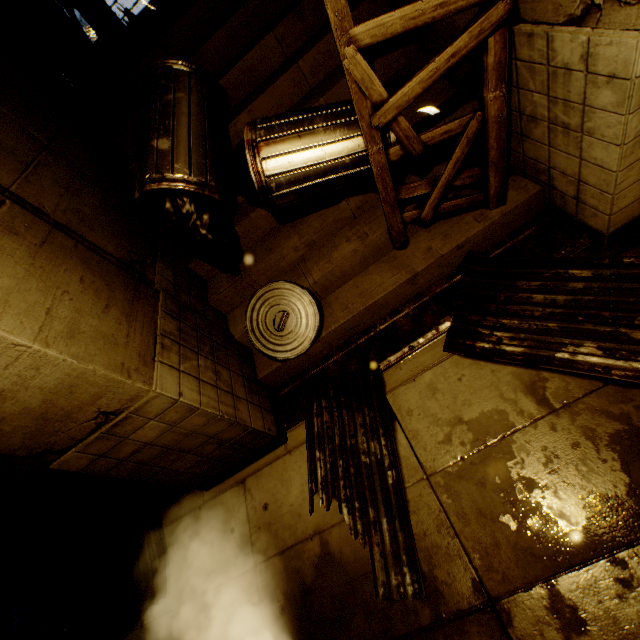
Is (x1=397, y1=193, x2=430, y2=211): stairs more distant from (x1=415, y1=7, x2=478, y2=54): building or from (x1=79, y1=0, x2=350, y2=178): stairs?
(x1=79, y1=0, x2=350, y2=178): stairs

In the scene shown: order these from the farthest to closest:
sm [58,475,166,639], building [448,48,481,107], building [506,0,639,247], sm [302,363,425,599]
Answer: sm [58,475,166,639], building [448,48,481,107], sm [302,363,425,599], building [506,0,639,247]

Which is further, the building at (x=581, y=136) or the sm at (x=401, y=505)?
the sm at (x=401, y=505)

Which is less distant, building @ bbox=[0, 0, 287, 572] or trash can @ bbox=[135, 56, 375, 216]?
building @ bbox=[0, 0, 287, 572]

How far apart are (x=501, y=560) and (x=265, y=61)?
6.00m

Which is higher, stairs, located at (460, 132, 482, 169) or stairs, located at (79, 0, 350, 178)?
stairs, located at (79, 0, 350, 178)

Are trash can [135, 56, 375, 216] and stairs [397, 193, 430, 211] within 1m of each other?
yes

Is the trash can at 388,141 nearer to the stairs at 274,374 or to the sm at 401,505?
the stairs at 274,374
